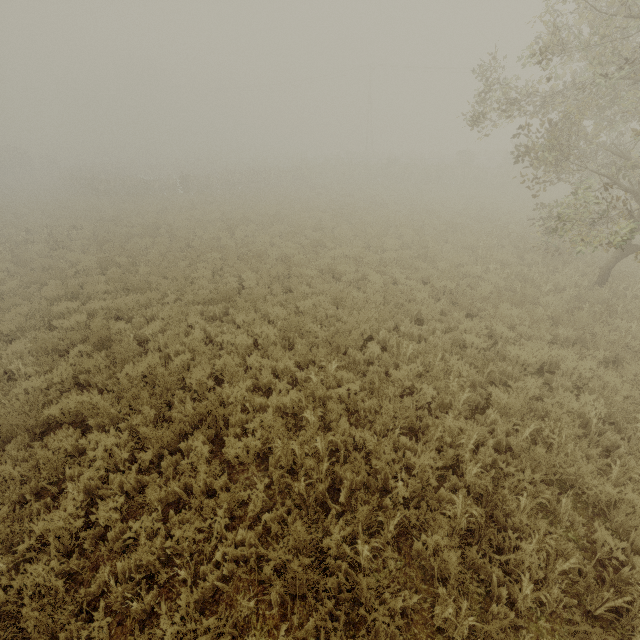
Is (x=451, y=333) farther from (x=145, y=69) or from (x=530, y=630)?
(x=145, y=69)
